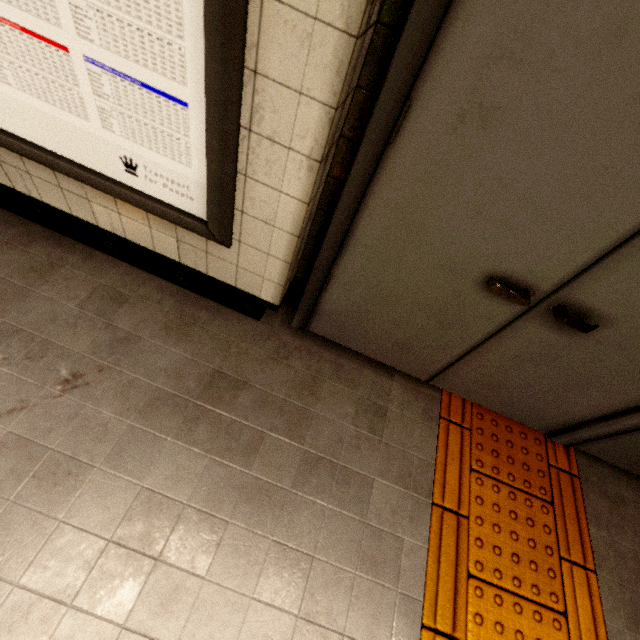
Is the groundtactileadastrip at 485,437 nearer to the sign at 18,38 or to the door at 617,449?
the door at 617,449

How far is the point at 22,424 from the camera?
1.28m

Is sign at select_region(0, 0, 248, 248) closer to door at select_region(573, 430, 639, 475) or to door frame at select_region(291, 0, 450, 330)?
door frame at select_region(291, 0, 450, 330)

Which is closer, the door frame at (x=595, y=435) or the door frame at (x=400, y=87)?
the door frame at (x=400, y=87)

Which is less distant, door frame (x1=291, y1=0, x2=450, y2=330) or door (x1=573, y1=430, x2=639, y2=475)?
door frame (x1=291, y1=0, x2=450, y2=330)

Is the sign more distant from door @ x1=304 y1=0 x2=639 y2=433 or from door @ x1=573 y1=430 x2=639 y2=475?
door @ x1=573 y1=430 x2=639 y2=475

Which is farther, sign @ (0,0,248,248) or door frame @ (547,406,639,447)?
door frame @ (547,406,639,447)

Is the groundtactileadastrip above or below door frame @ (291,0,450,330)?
below
